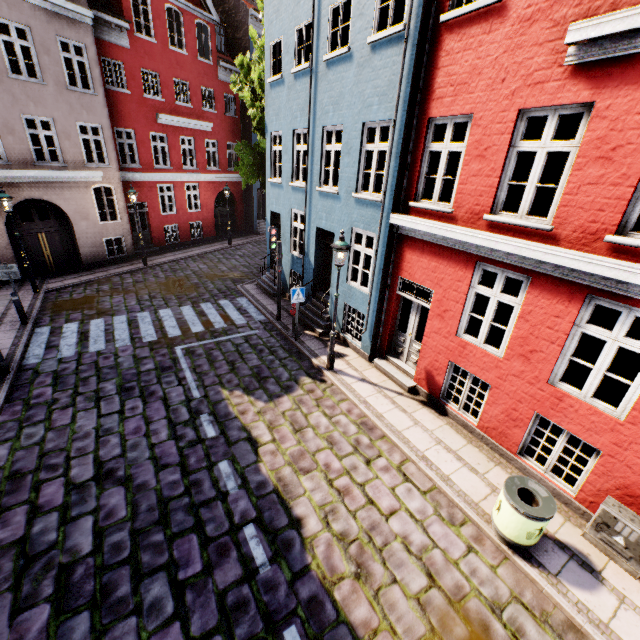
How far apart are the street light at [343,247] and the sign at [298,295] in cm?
177

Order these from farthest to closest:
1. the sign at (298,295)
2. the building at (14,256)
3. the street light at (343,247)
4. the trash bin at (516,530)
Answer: the building at (14,256) < the sign at (298,295) < the street light at (343,247) < the trash bin at (516,530)

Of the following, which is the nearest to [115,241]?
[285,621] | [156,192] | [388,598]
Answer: [156,192]

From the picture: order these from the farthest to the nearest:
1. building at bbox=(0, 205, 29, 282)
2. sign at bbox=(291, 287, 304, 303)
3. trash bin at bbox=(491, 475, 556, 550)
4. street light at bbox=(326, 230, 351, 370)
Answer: building at bbox=(0, 205, 29, 282), sign at bbox=(291, 287, 304, 303), street light at bbox=(326, 230, 351, 370), trash bin at bbox=(491, 475, 556, 550)

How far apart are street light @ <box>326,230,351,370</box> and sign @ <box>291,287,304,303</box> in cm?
177

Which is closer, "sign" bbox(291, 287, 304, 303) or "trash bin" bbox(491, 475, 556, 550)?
"trash bin" bbox(491, 475, 556, 550)

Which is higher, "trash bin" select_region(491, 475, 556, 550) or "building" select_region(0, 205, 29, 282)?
"building" select_region(0, 205, 29, 282)

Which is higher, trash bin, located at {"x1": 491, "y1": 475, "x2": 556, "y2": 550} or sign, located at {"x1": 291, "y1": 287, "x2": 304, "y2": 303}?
sign, located at {"x1": 291, "y1": 287, "x2": 304, "y2": 303}
